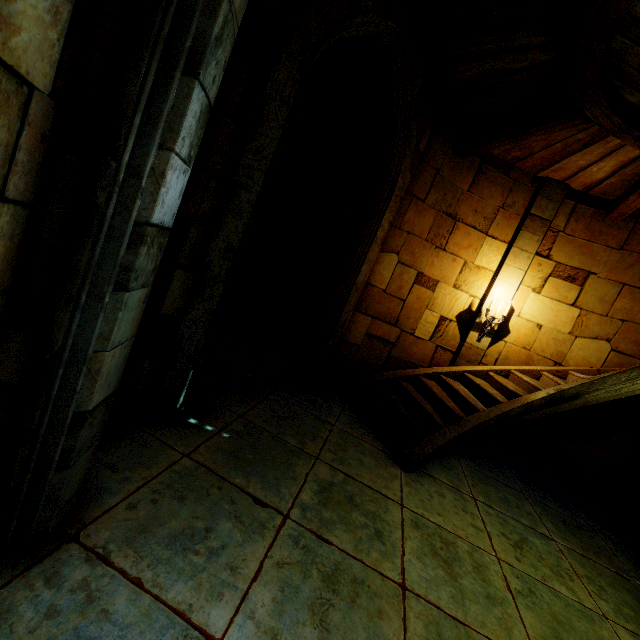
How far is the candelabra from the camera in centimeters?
666cm

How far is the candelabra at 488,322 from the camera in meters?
6.7

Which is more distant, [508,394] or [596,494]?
[596,494]
